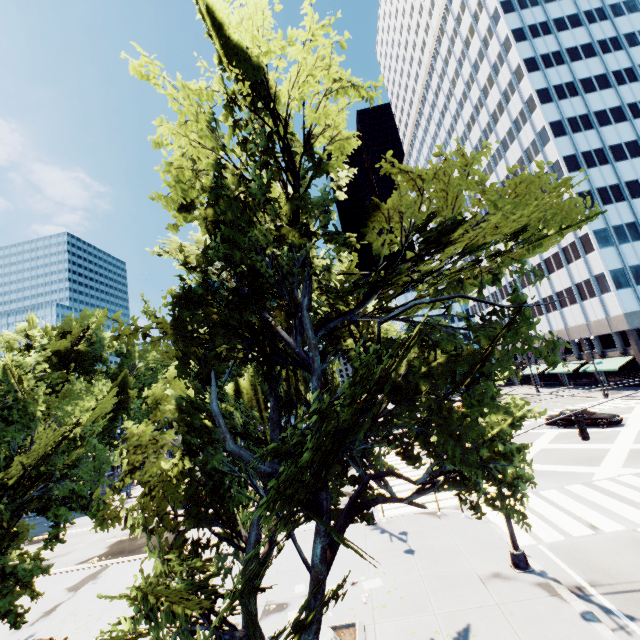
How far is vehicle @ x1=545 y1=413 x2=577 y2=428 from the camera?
27.39m

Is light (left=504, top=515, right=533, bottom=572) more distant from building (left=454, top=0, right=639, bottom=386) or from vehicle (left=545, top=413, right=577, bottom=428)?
building (left=454, top=0, right=639, bottom=386)

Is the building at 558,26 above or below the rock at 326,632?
above

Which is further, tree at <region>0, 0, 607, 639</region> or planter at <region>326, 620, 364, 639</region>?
planter at <region>326, 620, 364, 639</region>

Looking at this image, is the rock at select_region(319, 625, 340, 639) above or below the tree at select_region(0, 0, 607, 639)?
below

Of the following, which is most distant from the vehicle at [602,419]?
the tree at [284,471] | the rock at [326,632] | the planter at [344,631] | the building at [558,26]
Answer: the rock at [326,632]

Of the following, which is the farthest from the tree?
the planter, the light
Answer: the light

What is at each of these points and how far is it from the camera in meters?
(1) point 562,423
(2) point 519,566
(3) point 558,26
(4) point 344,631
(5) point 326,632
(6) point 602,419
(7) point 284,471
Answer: (1) vehicle, 28.0
(2) light, 11.1
(3) building, 46.8
(4) planter, 9.6
(5) rock, 8.9
(6) vehicle, 25.8
(7) tree, 4.9
